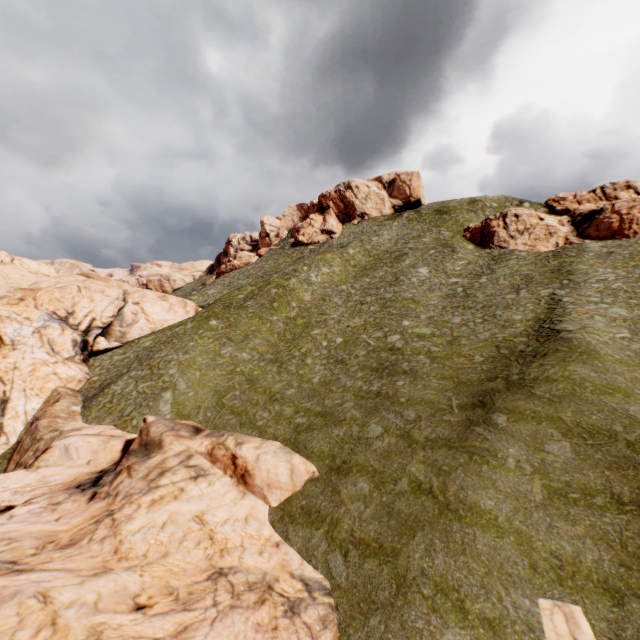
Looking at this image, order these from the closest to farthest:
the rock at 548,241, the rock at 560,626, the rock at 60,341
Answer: the rock at 60,341 → the rock at 560,626 → the rock at 548,241

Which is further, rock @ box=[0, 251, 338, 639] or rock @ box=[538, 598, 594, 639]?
rock @ box=[538, 598, 594, 639]

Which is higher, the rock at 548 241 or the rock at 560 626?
the rock at 548 241

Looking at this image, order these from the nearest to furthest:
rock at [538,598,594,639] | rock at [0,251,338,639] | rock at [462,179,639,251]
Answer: rock at [0,251,338,639], rock at [538,598,594,639], rock at [462,179,639,251]

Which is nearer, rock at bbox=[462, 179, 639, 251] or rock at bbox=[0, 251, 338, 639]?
rock at bbox=[0, 251, 338, 639]

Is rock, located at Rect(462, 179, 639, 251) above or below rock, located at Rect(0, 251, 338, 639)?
above

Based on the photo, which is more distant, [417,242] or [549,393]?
[417,242]
